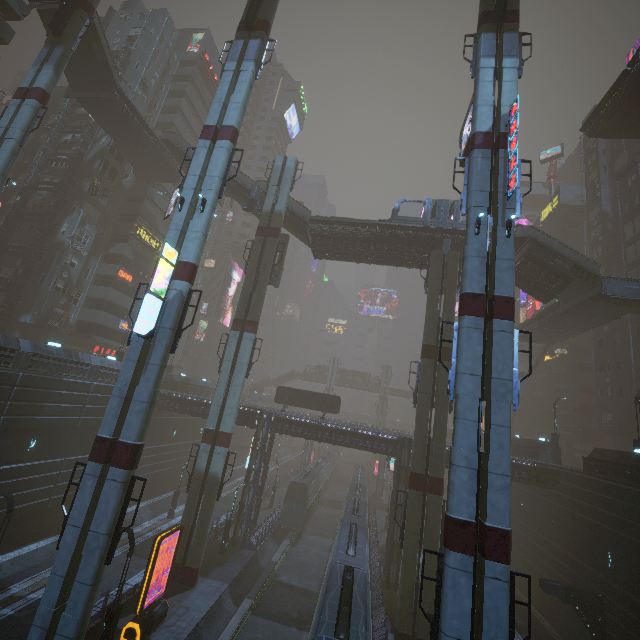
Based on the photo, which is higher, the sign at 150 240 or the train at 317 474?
the sign at 150 240

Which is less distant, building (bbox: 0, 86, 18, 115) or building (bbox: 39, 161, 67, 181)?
building (bbox: 39, 161, 67, 181)

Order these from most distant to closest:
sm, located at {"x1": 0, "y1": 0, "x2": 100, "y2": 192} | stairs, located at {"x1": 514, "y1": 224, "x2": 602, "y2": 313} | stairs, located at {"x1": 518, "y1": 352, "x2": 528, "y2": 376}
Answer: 1. stairs, located at {"x1": 518, "y1": 352, "x2": 528, "y2": 376}
2. stairs, located at {"x1": 514, "y1": 224, "x2": 602, "y2": 313}
3. sm, located at {"x1": 0, "y1": 0, "x2": 100, "y2": 192}

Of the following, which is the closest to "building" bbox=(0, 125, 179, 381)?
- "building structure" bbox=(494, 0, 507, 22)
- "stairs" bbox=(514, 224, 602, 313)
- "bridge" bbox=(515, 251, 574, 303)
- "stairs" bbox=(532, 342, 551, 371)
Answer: "stairs" bbox=(532, 342, 551, 371)

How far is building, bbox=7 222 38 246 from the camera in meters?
34.8 m

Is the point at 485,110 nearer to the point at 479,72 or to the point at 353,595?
the point at 479,72

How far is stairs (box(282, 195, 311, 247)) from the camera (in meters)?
30.73

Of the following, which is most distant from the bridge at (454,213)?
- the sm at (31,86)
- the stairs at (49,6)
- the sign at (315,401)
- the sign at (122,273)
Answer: the sign at (122,273)
